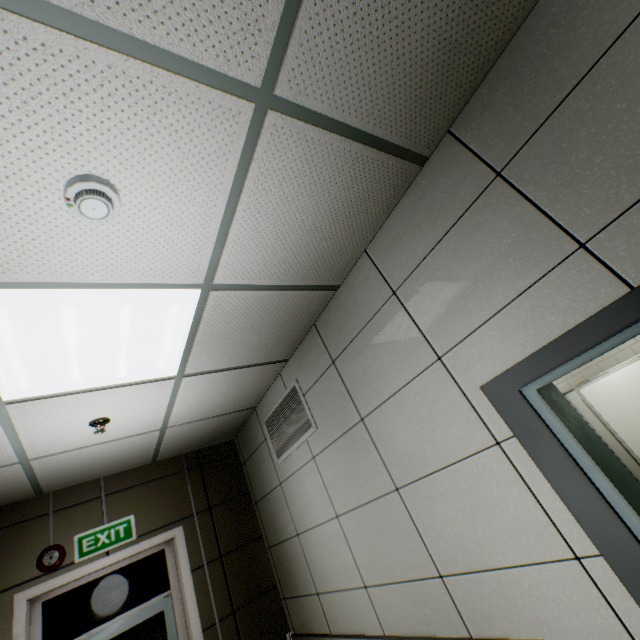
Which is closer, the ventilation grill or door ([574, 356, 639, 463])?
the ventilation grill

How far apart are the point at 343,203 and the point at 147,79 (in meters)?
1.01

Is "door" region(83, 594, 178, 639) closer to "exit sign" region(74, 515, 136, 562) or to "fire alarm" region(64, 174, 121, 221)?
"exit sign" region(74, 515, 136, 562)

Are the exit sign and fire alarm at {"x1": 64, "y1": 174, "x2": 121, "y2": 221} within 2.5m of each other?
no

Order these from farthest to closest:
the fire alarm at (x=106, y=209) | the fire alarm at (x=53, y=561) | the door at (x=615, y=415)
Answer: the door at (x=615, y=415)
the fire alarm at (x=53, y=561)
the fire alarm at (x=106, y=209)

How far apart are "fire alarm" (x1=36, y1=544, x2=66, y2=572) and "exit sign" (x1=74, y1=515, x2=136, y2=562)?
0.15m

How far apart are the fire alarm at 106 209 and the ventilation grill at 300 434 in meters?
2.1
